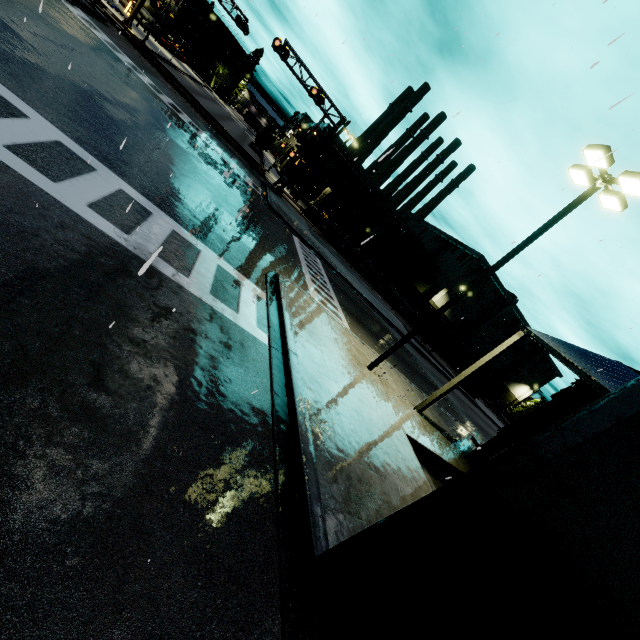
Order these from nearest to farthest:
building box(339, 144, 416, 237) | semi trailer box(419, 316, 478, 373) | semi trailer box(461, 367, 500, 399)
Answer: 1. semi trailer box(419, 316, 478, 373)
2. semi trailer box(461, 367, 500, 399)
3. building box(339, 144, 416, 237)

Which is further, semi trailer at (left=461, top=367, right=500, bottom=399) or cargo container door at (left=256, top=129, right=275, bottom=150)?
cargo container door at (left=256, top=129, right=275, bottom=150)

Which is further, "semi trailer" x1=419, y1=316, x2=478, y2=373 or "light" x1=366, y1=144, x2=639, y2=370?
"semi trailer" x1=419, y1=316, x2=478, y2=373

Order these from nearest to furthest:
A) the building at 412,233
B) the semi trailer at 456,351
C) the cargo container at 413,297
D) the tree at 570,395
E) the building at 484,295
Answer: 1. the tree at 570,395
2. the semi trailer at 456,351
3. the cargo container at 413,297
4. the building at 412,233
5. the building at 484,295

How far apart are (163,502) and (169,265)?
5.0 meters

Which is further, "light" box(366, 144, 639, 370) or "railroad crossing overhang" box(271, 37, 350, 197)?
"railroad crossing overhang" box(271, 37, 350, 197)

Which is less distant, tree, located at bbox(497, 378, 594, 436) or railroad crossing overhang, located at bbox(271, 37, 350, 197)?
tree, located at bbox(497, 378, 594, 436)

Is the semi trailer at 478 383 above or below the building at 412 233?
below
